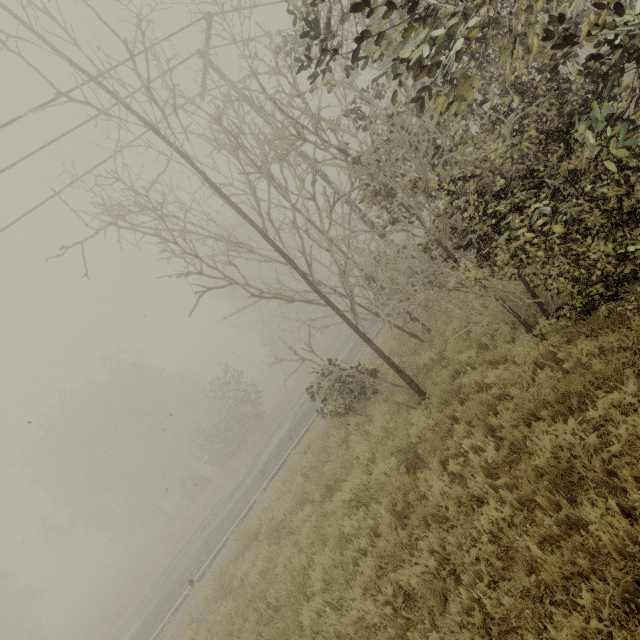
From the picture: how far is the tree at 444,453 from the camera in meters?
5.7 m

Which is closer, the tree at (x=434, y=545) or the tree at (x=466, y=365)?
the tree at (x=434, y=545)

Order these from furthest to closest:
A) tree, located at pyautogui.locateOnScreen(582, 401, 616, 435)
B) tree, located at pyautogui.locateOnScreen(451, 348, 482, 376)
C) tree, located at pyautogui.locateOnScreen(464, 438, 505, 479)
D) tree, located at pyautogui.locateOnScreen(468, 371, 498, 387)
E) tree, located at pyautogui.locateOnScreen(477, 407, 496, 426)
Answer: tree, located at pyautogui.locateOnScreen(451, 348, 482, 376) < tree, located at pyautogui.locateOnScreen(468, 371, 498, 387) < tree, located at pyautogui.locateOnScreen(477, 407, 496, 426) < tree, located at pyautogui.locateOnScreen(464, 438, 505, 479) < tree, located at pyautogui.locateOnScreen(582, 401, 616, 435)

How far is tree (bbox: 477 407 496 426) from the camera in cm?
526

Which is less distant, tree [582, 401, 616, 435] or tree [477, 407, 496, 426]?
tree [582, 401, 616, 435]

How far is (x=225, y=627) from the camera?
7.0 meters

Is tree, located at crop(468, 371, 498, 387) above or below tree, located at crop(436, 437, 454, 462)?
above
